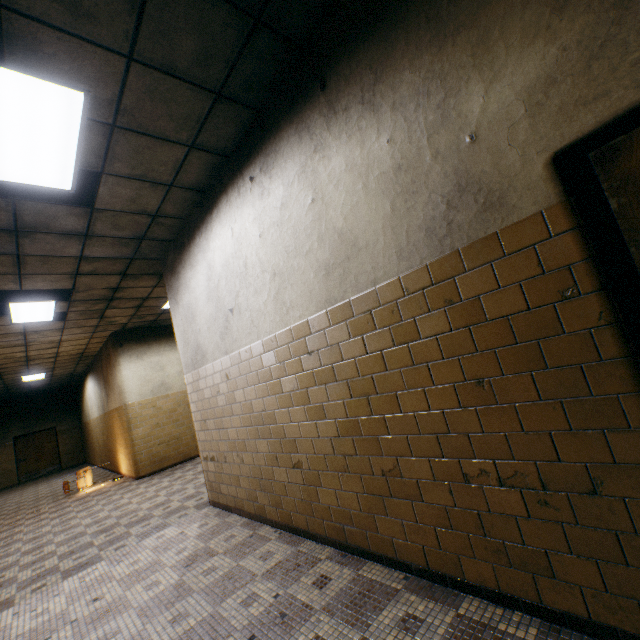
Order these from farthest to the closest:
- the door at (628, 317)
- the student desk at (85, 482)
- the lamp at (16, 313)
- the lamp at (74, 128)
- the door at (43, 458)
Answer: the door at (43, 458) → the student desk at (85, 482) → the lamp at (16, 313) → the lamp at (74, 128) → the door at (628, 317)

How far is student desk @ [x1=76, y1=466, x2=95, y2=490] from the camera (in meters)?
8.69

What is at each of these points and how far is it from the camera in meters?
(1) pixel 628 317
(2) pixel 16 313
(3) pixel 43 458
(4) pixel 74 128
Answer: (1) door, 1.4
(2) lamp, 6.0
(3) door, 15.9
(4) lamp, 2.7

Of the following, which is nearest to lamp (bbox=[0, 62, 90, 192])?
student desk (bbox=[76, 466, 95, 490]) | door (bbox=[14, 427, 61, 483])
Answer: student desk (bbox=[76, 466, 95, 490])

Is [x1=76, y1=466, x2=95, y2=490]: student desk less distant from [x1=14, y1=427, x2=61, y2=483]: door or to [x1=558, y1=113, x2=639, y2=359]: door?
[x1=14, y1=427, x2=61, y2=483]: door

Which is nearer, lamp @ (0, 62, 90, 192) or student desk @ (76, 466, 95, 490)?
lamp @ (0, 62, 90, 192)

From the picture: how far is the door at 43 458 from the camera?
15.40m

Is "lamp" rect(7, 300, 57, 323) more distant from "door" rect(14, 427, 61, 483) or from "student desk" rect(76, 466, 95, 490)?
"door" rect(14, 427, 61, 483)
